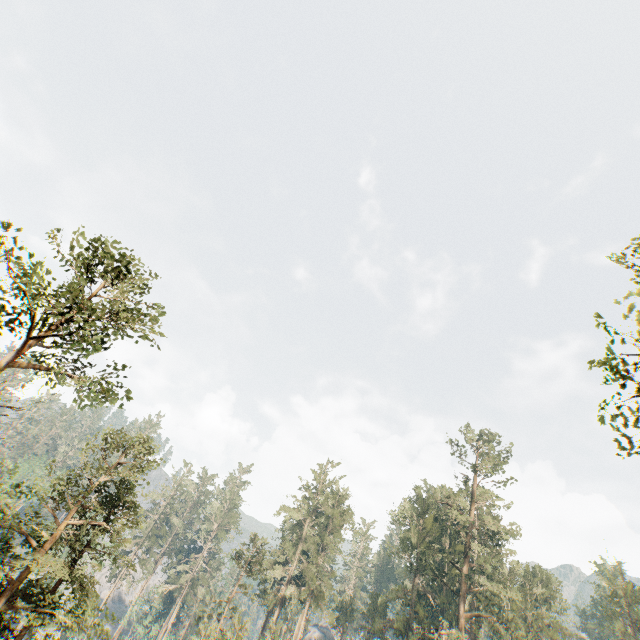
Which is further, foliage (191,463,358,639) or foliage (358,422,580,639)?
foliage (191,463,358,639)

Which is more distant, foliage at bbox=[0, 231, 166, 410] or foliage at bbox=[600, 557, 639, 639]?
foliage at bbox=[600, 557, 639, 639]

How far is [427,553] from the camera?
39.6 meters

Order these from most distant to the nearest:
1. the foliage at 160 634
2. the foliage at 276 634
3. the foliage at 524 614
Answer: the foliage at 160 634 < the foliage at 276 634 < the foliage at 524 614

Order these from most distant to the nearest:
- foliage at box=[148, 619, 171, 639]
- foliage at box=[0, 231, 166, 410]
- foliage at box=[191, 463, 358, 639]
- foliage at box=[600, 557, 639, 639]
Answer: foliage at box=[148, 619, 171, 639] → foliage at box=[600, 557, 639, 639] → foliage at box=[191, 463, 358, 639] → foliage at box=[0, 231, 166, 410]

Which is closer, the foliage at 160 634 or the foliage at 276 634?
the foliage at 276 634
